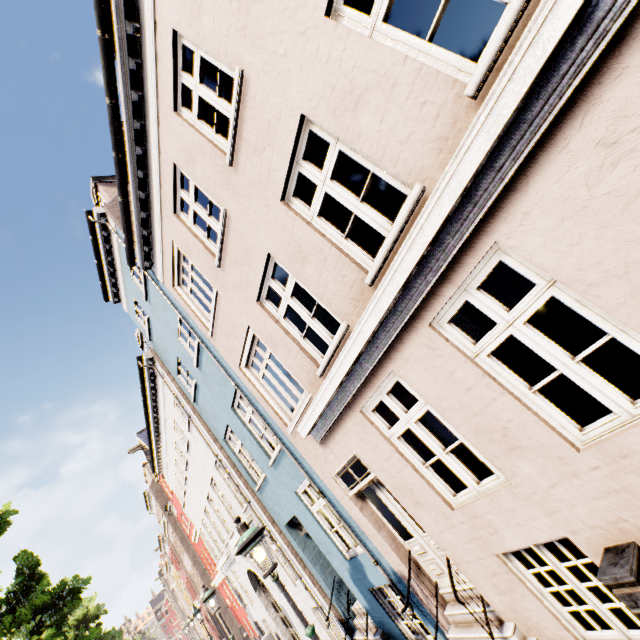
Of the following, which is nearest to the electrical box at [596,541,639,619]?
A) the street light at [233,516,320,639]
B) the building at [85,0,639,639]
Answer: the building at [85,0,639,639]

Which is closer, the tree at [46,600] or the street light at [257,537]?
the street light at [257,537]

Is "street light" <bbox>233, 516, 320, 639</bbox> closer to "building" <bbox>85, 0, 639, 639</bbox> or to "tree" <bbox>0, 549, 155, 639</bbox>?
"building" <bbox>85, 0, 639, 639</bbox>

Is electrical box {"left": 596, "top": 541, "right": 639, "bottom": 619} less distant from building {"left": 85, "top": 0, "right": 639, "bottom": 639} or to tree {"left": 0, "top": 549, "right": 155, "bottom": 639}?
building {"left": 85, "top": 0, "right": 639, "bottom": 639}

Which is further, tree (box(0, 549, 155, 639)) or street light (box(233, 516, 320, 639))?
tree (box(0, 549, 155, 639))

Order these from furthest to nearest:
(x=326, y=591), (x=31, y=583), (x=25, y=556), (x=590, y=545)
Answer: (x=25, y=556), (x=31, y=583), (x=326, y=591), (x=590, y=545)

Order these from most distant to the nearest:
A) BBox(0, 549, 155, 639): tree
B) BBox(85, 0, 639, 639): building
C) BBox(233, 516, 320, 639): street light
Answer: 1. BBox(0, 549, 155, 639): tree
2. BBox(233, 516, 320, 639): street light
3. BBox(85, 0, 639, 639): building

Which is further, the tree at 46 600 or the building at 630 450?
the tree at 46 600
